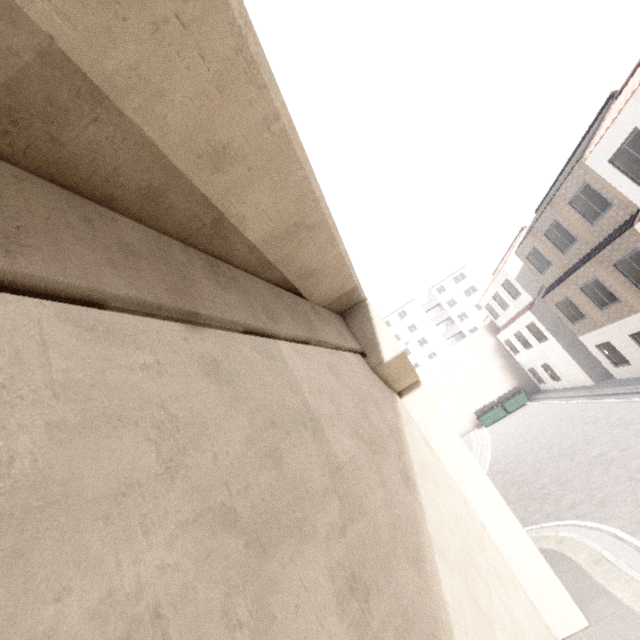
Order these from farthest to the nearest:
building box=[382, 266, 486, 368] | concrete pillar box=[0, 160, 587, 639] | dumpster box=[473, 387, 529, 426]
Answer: building box=[382, 266, 486, 368]
dumpster box=[473, 387, 529, 426]
concrete pillar box=[0, 160, 587, 639]

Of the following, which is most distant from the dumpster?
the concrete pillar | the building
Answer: the concrete pillar

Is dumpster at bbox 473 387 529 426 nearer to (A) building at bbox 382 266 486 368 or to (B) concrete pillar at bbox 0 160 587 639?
(A) building at bbox 382 266 486 368

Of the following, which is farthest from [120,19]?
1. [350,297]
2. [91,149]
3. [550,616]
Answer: [550,616]

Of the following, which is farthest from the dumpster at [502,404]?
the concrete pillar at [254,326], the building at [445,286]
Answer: the concrete pillar at [254,326]

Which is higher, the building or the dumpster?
the building

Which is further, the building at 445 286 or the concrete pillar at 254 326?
the building at 445 286
